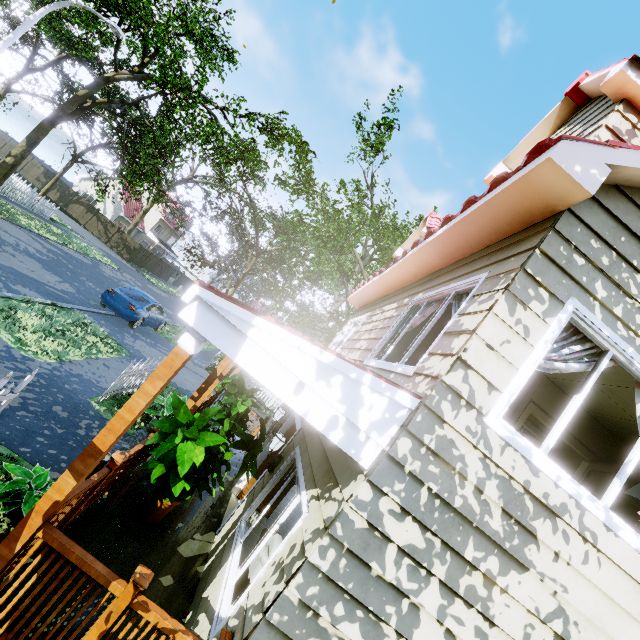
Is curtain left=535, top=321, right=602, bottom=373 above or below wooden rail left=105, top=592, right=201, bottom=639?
above

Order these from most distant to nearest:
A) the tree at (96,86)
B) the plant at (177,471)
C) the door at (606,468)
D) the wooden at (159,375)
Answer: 1. the tree at (96,86)
2. the door at (606,468)
3. the plant at (177,471)
4. the wooden at (159,375)

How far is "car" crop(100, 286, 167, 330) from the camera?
13.3m

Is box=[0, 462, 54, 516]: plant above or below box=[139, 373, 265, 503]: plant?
below

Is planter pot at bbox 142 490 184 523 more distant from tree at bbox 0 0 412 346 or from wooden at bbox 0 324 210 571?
tree at bbox 0 0 412 346

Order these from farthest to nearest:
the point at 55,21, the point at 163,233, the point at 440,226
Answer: the point at 163,233 < the point at 55,21 < the point at 440,226

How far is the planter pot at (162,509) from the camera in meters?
4.5

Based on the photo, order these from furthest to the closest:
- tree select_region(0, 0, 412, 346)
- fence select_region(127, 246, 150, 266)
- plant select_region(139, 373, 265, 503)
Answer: fence select_region(127, 246, 150, 266), tree select_region(0, 0, 412, 346), plant select_region(139, 373, 265, 503)
